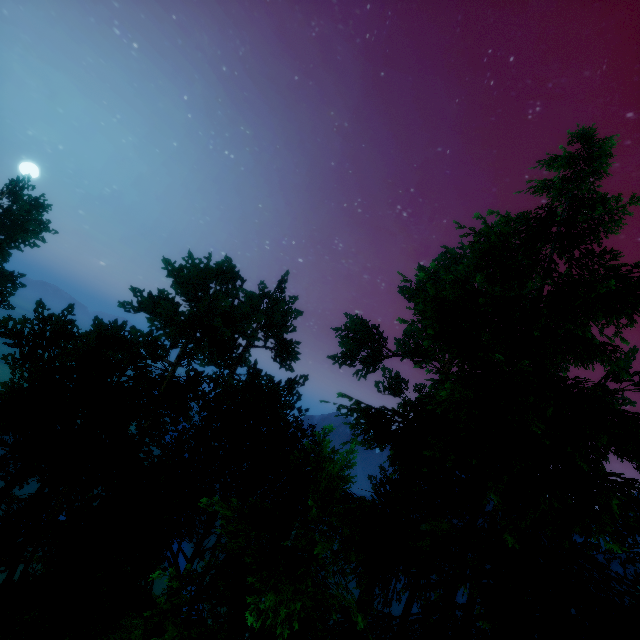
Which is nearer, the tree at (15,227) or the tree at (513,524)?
the tree at (513,524)

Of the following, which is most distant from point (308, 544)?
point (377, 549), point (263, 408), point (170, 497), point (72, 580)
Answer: point (72, 580)

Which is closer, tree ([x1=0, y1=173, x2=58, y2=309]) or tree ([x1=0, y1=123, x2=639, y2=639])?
tree ([x1=0, y1=123, x2=639, y2=639])
